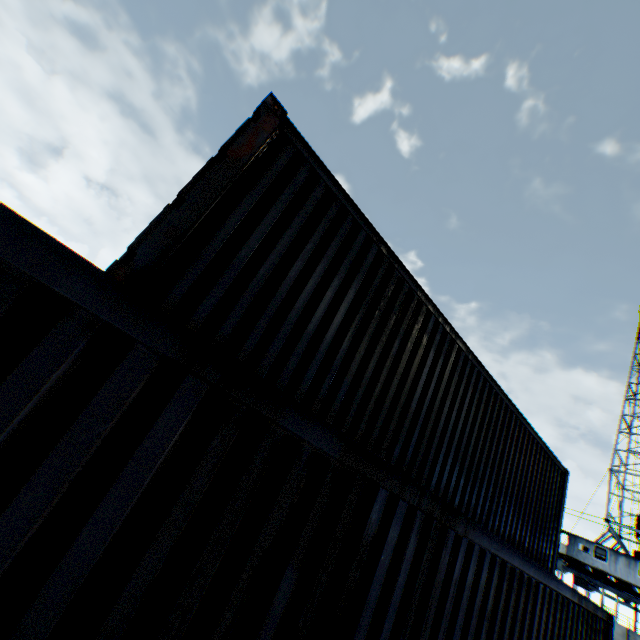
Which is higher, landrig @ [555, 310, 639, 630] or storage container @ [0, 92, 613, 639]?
landrig @ [555, 310, 639, 630]

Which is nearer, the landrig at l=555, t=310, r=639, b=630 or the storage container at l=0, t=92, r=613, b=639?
the storage container at l=0, t=92, r=613, b=639

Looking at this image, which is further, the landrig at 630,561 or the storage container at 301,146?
the landrig at 630,561

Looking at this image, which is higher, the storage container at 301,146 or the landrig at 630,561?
the landrig at 630,561

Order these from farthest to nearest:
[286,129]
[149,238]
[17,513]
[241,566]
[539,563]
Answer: [539,563] < [286,129] < [149,238] < [241,566] < [17,513]
